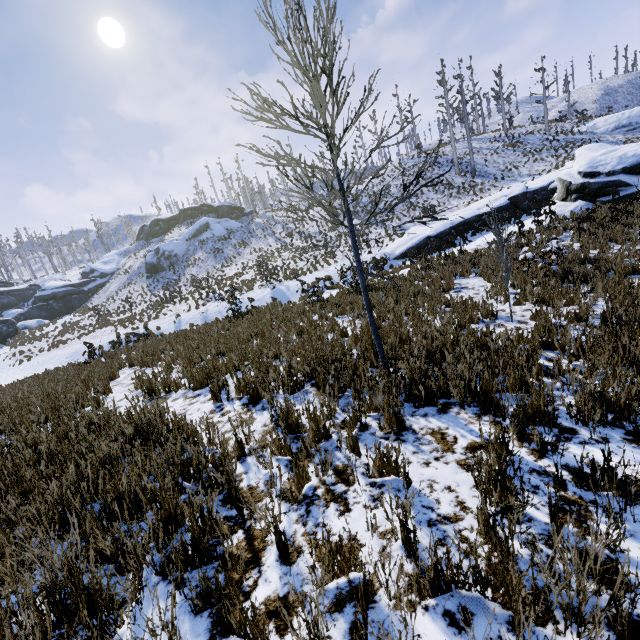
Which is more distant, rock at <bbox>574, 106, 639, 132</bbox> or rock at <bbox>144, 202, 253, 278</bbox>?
rock at <bbox>144, 202, 253, 278</bbox>

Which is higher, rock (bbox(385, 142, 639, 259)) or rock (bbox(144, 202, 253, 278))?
rock (bbox(144, 202, 253, 278))

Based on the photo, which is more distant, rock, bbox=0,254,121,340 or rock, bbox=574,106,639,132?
rock, bbox=0,254,121,340

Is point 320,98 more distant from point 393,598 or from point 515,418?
point 393,598

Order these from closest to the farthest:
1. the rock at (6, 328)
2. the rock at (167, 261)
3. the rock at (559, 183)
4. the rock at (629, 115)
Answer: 1. the rock at (559, 183)
2. the rock at (629, 115)
3. the rock at (6, 328)
4. the rock at (167, 261)

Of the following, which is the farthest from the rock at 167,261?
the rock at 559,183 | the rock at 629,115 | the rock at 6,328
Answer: the rock at 629,115

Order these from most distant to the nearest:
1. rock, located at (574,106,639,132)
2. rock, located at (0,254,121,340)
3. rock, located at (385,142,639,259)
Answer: rock, located at (0,254,121,340), rock, located at (574,106,639,132), rock, located at (385,142,639,259)

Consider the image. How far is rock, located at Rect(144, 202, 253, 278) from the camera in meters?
42.7 m
